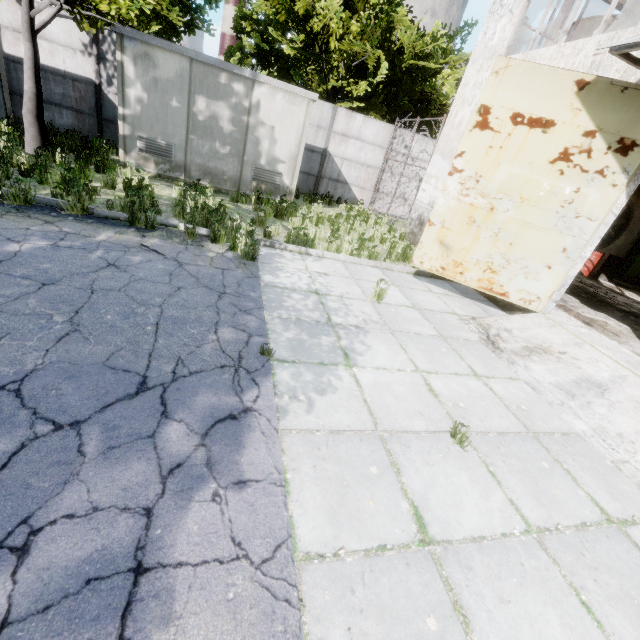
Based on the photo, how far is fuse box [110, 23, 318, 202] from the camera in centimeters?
881cm

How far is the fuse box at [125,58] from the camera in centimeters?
881cm

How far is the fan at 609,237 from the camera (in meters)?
13.42

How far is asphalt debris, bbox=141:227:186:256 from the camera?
5.3 meters

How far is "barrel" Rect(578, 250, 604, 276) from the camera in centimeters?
1276cm

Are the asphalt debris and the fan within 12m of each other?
no

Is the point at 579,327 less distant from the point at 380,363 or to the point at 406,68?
the point at 380,363

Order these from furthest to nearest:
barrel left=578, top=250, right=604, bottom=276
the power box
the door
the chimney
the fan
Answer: the chimney
the power box
the fan
barrel left=578, top=250, right=604, bottom=276
the door
